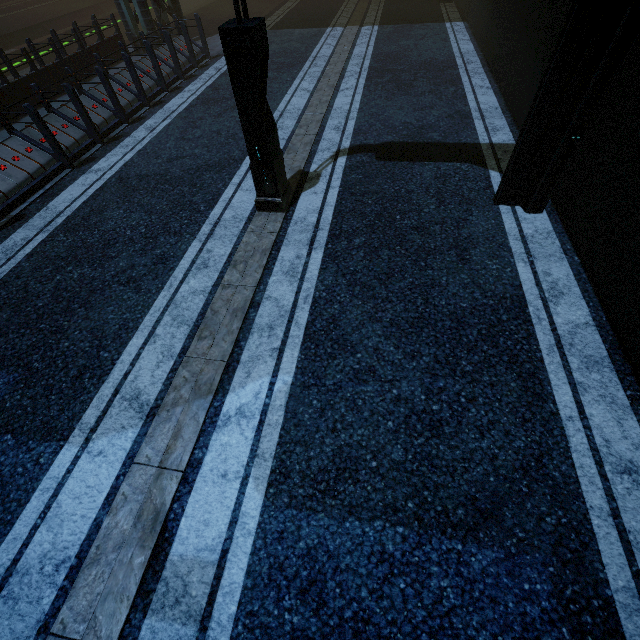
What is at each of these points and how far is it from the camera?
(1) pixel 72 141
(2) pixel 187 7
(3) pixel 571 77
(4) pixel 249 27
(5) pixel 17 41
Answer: (1) building, 7.51m
(2) train rail, 26.69m
(3) building, 4.05m
(4) street light, 3.81m
(5) train rail, 18.70m

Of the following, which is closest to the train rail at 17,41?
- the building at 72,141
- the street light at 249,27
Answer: the building at 72,141

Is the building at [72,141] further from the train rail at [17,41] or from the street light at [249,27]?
the street light at [249,27]

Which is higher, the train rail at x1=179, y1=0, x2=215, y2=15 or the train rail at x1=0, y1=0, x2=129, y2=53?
the train rail at x1=0, y1=0, x2=129, y2=53

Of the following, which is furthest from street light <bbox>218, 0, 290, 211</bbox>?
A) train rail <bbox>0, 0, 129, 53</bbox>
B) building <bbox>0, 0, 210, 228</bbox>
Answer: train rail <bbox>0, 0, 129, 53</bbox>
